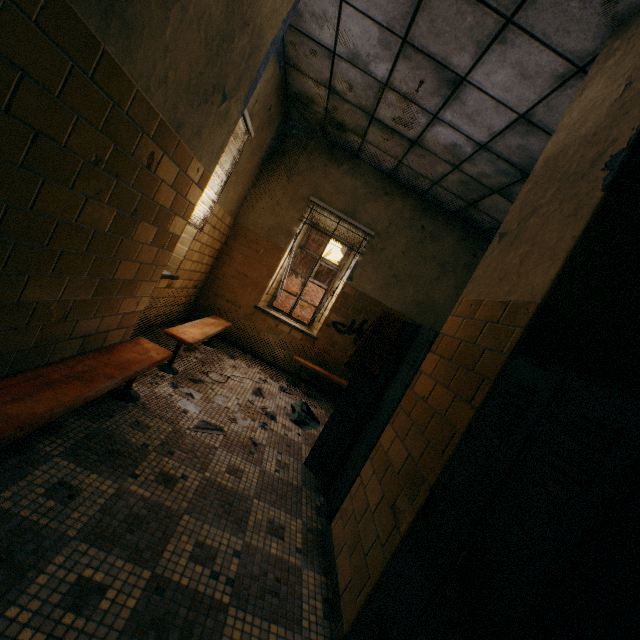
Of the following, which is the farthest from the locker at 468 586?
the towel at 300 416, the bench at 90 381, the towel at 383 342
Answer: the bench at 90 381

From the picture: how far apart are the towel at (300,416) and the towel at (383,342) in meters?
1.6 m

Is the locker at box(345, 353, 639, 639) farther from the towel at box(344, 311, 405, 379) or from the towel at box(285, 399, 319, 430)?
the towel at box(285, 399, 319, 430)

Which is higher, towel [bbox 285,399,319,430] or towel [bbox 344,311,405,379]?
towel [bbox 344,311,405,379]

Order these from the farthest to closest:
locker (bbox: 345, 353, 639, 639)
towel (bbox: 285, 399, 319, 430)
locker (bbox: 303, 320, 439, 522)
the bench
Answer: towel (bbox: 285, 399, 319, 430) < locker (bbox: 303, 320, 439, 522) < the bench < locker (bbox: 345, 353, 639, 639)

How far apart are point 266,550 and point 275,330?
4.1 meters

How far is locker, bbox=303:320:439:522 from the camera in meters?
2.4 m

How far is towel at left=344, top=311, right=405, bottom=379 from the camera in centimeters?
276cm
